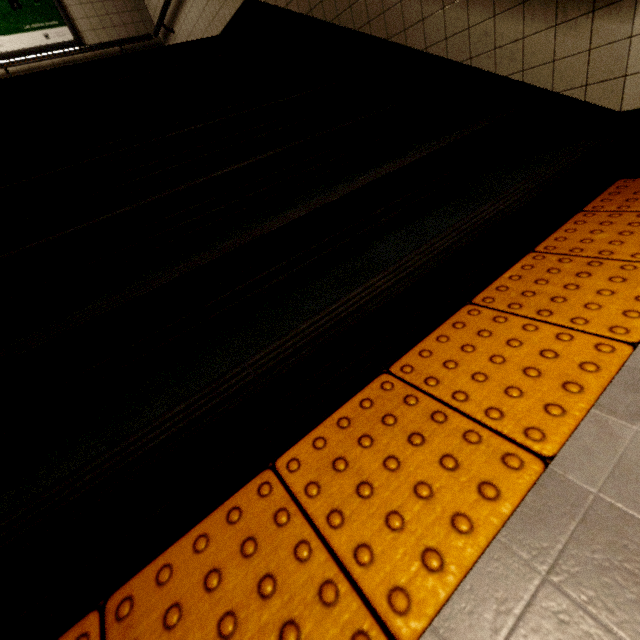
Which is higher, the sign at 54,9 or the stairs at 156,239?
the sign at 54,9

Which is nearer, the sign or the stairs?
the stairs

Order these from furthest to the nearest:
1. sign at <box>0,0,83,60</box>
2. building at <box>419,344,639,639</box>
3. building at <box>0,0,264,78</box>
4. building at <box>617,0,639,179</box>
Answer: sign at <box>0,0,83,60</box> → building at <box>0,0,264,78</box> → building at <box>617,0,639,179</box> → building at <box>419,344,639,639</box>

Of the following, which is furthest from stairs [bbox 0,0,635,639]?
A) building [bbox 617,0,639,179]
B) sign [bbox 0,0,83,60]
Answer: sign [bbox 0,0,83,60]

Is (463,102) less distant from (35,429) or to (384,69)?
(384,69)

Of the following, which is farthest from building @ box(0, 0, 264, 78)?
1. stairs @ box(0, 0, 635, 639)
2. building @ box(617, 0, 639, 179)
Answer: building @ box(617, 0, 639, 179)

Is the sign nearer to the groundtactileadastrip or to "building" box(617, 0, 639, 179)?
"building" box(617, 0, 639, 179)

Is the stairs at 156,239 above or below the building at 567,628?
above
